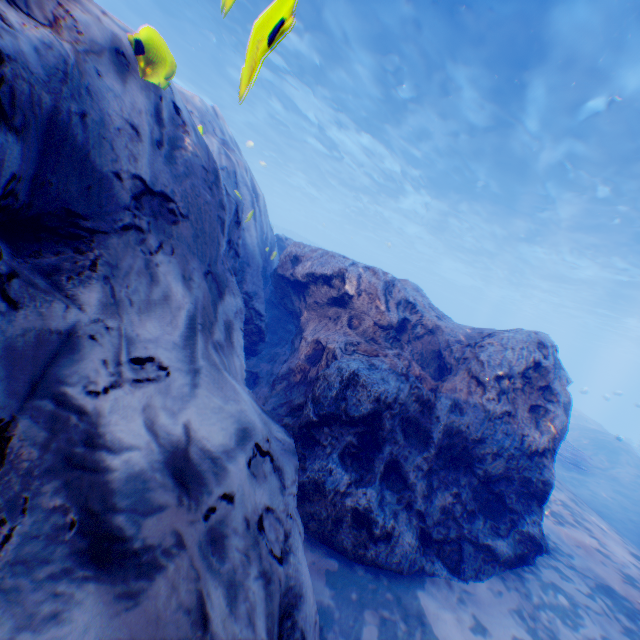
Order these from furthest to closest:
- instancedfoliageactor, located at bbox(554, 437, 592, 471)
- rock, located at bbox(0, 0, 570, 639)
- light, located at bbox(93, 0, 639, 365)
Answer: instancedfoliageactor, located at bbox(554, 437, 592, 471) → light, located at bbox(93, 0, 639, 365) → rock, located at bbox(0, 0, 570, 639)

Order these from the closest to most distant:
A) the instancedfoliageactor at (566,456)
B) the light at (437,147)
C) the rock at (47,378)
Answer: the rock at (47,378)
the light at (437,147)
the instancedfoliageactor at (566,456)

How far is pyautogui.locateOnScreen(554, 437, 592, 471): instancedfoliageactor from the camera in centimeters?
1233cm

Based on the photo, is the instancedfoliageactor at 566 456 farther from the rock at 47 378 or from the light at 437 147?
the light at 437 147

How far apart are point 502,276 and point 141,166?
46.15m

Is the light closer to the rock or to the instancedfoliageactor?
the rock

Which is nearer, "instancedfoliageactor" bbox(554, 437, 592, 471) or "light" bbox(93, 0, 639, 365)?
"light" bbox(93, 0, 639, 365)
